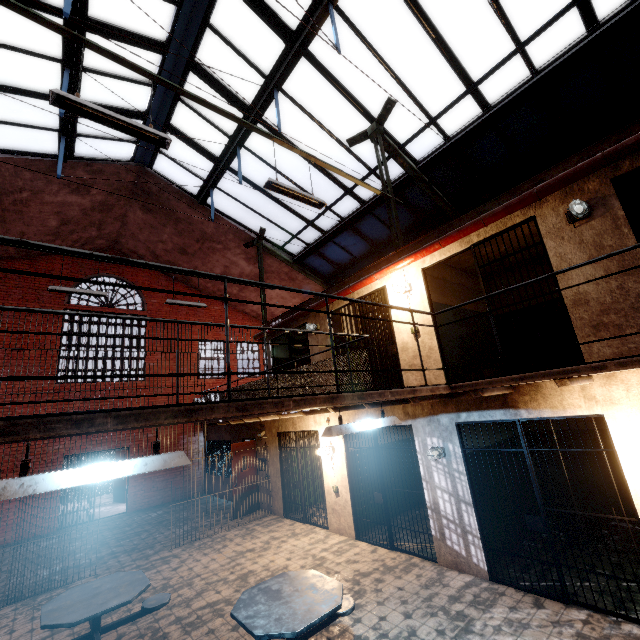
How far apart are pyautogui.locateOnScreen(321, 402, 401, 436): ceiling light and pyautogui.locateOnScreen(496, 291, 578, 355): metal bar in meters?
2.2 m

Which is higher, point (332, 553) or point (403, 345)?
A: point (403, 345)

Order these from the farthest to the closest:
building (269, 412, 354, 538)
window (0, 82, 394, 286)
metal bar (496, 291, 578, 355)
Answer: window (0, 82, 394, 286) < building (269, 412, 354, 538) < metal bar (496, 291, 578, 355)

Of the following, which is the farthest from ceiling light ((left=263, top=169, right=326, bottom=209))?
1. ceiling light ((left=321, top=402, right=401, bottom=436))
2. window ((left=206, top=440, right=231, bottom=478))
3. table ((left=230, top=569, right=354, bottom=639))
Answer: window ((left=206, top=440, right=231, bottom=478))

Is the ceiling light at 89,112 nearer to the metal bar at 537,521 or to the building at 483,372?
the building at 483,372

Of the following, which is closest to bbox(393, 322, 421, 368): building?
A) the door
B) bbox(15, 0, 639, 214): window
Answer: bbox(15, 0, 639, 214): window

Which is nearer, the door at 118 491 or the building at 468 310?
the building at 468 310

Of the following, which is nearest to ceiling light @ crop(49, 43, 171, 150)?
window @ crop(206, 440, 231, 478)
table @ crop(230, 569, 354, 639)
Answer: table @ crop(230, 569, 354, 639)
